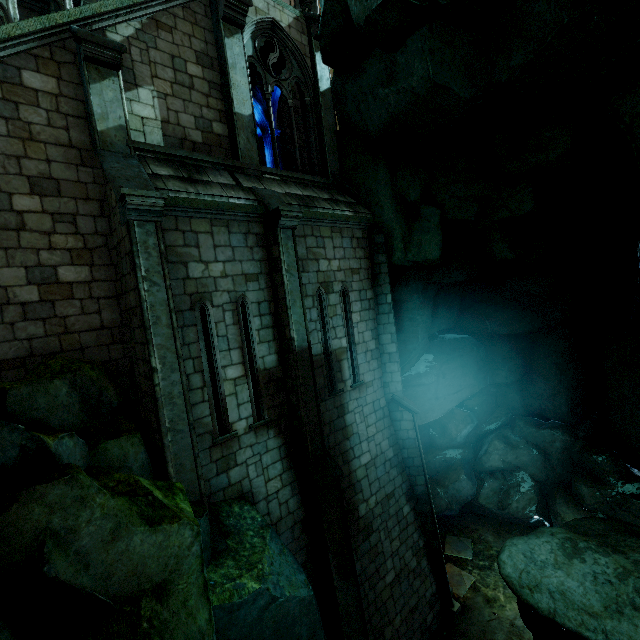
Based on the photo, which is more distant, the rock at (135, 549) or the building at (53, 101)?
the building at (53, 101)

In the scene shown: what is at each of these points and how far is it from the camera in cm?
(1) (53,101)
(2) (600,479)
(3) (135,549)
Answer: (1) building, 620
(2) rock, 1342
(3) rock, 364

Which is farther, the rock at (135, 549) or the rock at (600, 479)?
the rock at (600, 479)

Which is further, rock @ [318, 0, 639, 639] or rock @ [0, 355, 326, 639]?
rock @ [318, 0, 639, 639]

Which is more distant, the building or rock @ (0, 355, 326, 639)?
the building
